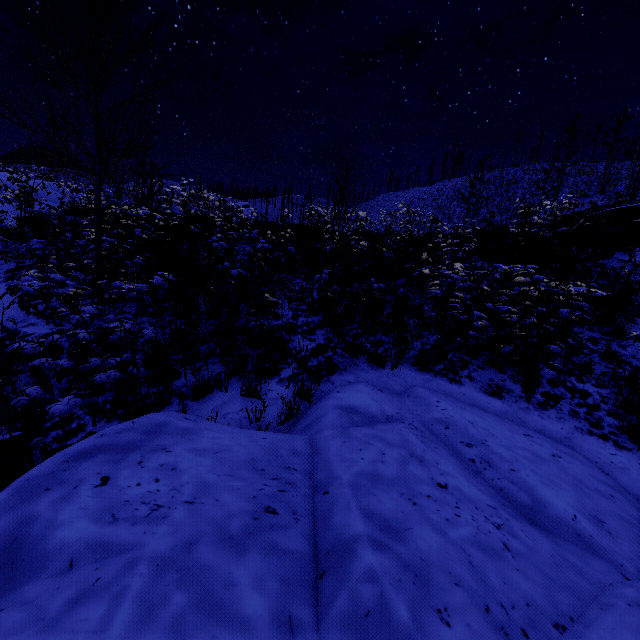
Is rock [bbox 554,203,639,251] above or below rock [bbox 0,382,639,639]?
above

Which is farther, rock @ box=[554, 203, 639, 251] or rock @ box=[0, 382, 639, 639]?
rock @ box=[554, 203, 639, 251]

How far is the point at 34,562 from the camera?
1.6 meters

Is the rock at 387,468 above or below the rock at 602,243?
below

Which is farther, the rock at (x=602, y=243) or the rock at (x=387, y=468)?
the rock at (x=602, y=243)
